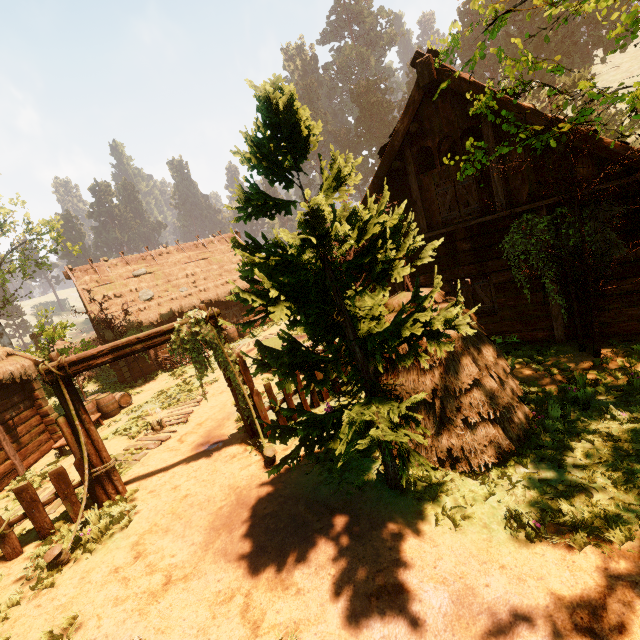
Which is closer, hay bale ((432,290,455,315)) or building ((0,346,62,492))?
hay bale ((432,290,455,315))

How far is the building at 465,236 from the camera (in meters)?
7.90

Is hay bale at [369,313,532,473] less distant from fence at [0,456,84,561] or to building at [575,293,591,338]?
building at [575,293,591,338]

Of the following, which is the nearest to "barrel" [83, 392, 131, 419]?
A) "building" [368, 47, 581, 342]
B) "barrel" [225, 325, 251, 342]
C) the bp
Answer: "building" [368, 47, 581, 342]

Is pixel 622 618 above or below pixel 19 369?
below

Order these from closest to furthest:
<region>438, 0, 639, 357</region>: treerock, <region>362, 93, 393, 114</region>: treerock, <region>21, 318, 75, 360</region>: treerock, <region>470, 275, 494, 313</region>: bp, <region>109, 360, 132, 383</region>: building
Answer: <region>438, 0, 639, 357</region>: treerock
<region>470, 275, 494, 313</region>: bp
<region>21, 318, 75, 360</region>: treerock
<region>109, 360, 132, 383</region>: building
<region>362, 93, 393, 114</region>: treerock

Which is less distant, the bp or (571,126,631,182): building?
(571,126,631,182): building

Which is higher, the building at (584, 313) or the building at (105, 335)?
the building at (105, 335)
